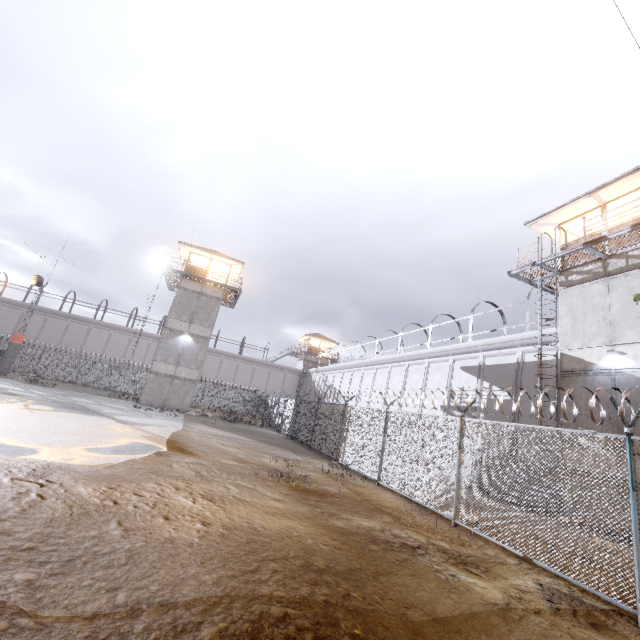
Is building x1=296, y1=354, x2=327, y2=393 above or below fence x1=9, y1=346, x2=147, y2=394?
above

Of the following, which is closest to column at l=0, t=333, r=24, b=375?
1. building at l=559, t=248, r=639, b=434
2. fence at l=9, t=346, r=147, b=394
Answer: fence at l=9, t=346, r=147, b=394

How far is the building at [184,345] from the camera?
27.67m

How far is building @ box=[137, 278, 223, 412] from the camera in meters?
27.7

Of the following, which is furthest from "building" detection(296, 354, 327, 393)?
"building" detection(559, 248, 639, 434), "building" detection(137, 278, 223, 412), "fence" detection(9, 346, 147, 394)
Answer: "building" detection(559, 248, 639, 434)

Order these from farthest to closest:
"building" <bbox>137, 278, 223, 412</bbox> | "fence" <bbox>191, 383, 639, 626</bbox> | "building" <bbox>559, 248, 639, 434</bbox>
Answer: "building" <bbox>137, 278, 223, 412</bbox> < "building" <bbox>559, 248, 639, 434</bbox> < "fence" <bbox>191, 383, 639, 626</bbox>

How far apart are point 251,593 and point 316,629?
0.81m

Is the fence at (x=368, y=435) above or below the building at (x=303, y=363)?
below
